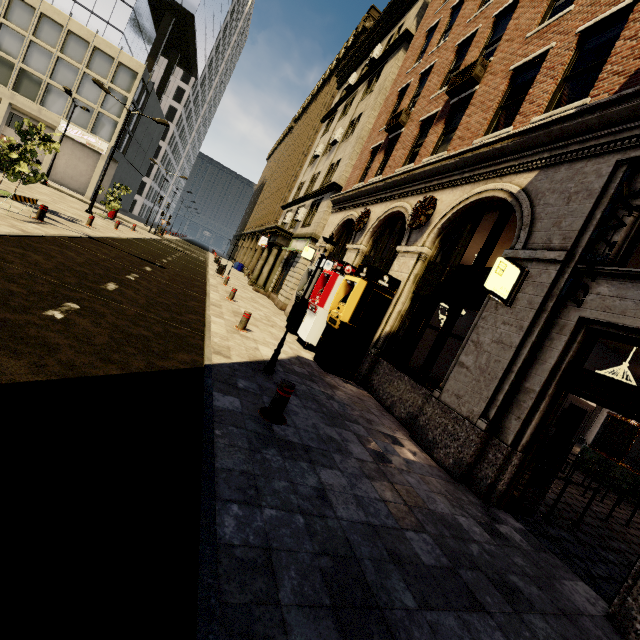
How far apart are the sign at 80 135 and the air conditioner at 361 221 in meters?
39.4 m

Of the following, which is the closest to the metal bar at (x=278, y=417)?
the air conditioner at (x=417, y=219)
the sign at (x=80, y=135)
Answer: the air conditioner at (x=417, y=219)

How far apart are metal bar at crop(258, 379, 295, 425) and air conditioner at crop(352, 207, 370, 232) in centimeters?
938cm

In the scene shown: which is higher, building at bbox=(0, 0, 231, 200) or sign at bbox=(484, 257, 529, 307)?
building at bbox=(0, 0, 231, 200)

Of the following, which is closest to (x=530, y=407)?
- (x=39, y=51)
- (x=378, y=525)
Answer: (x=378, y=525)

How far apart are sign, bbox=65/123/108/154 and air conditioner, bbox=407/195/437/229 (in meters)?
42.96

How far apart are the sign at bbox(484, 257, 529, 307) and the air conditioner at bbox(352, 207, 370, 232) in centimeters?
756cm

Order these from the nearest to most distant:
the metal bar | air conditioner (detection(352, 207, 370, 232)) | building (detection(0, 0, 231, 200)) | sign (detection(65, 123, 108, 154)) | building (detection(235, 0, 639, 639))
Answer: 1. the metal bar
2. building (detection(235, 0, 639, 639))
3. air conditioner (detection(352, 207, 370, 232))
4. building (detection(0, 0, 231, 200))
5. sign (detection(65, 123, 108, 154))
